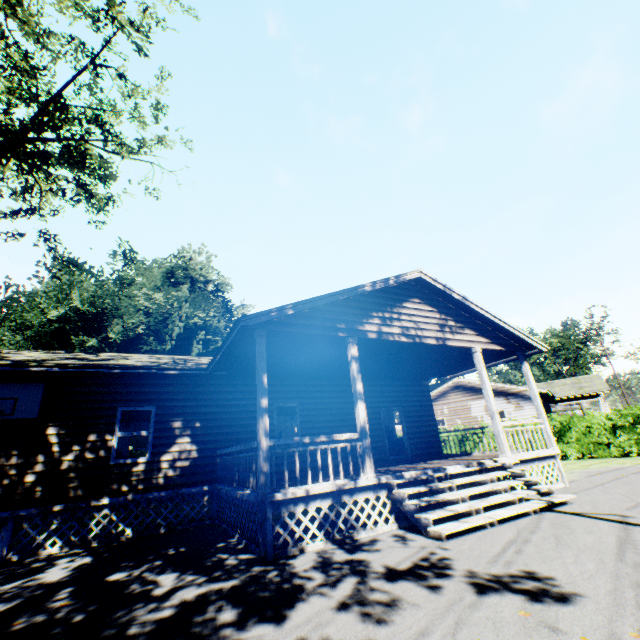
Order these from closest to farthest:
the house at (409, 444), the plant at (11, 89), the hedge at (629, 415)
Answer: the house at (409, 444)
the plant at (11, 89)
the hedge at (629, 415)

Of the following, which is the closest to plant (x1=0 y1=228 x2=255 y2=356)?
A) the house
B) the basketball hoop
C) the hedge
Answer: the house

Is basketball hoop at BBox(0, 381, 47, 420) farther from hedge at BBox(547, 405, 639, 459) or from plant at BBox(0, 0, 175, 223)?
hedge at BBox(547, 405, 639, 459)

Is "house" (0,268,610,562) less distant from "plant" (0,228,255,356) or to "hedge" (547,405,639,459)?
"hedge" (547,405,639,459)

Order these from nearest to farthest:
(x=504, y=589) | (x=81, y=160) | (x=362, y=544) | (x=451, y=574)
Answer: (x=504, y=589) < (x=451, y=574) < (x=362, y=544) < (x=81, y=160)

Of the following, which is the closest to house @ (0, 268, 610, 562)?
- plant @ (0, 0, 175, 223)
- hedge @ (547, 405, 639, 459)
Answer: hedge @ (547, 405, 639, 459)

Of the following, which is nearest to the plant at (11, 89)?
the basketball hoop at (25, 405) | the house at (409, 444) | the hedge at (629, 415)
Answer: the house at (409, 444)
